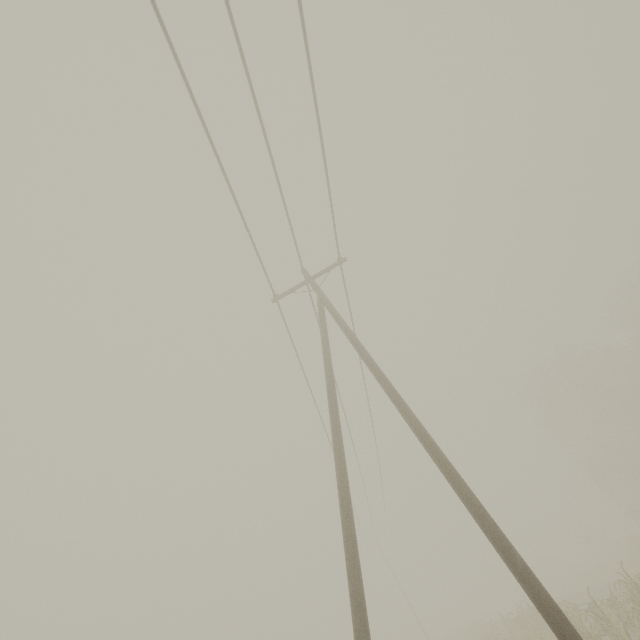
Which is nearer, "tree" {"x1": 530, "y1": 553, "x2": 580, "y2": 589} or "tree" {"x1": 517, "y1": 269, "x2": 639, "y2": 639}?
"tree" {"x1": 517, "y1": 269, "x2": 639, "y2": 639}

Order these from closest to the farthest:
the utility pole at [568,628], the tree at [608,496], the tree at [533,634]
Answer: the utility pole at [568,628] → the tree at [608,496] → the tree at [533,634]

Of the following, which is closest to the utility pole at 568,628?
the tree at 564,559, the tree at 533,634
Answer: the tree at 533,634

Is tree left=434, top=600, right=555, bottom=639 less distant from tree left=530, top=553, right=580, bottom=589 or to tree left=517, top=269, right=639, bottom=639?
tree left=530, top=553, right=580, bottom=589

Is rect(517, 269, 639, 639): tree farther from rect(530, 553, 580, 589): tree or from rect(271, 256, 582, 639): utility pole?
rect(271, 256, 582, 639): utility pole

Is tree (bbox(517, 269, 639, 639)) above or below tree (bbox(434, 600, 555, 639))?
above

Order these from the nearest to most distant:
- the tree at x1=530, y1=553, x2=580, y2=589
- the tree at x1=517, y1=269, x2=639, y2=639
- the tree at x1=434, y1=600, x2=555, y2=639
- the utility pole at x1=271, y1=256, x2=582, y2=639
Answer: the utility pole at x1=271, y1=256, x2=582, y2=639
the tree at x1=517, y1=269, x2=639, y2=639
the tree at x1=434, y1=600, x2=555, y2=639
the tree at x1=530, y1=553, x2=580, y2=589

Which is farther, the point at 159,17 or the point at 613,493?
the point at 613,493
